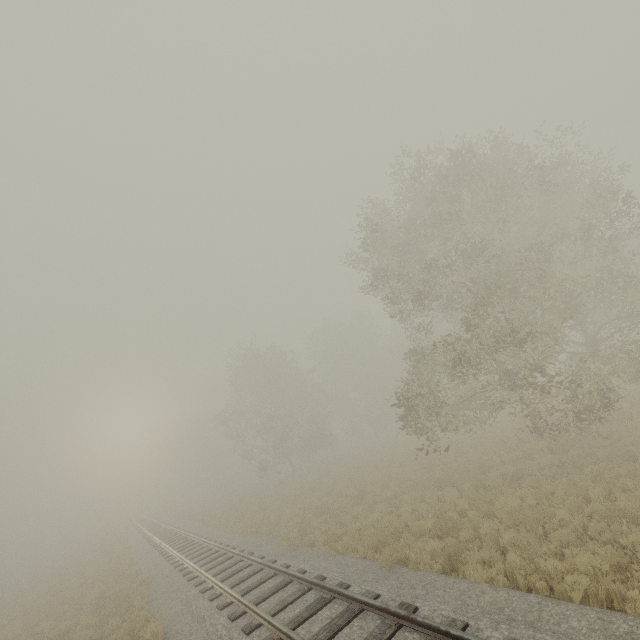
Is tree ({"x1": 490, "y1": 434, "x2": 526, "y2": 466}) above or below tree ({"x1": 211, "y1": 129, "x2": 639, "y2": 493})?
below

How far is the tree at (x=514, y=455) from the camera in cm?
1421

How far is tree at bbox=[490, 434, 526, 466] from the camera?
14.21m

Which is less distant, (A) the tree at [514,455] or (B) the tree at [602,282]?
(B) the tree at [602,282]

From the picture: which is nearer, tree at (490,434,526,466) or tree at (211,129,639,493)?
tree at (211,129,639,493)

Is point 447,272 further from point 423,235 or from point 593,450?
point 593,450
